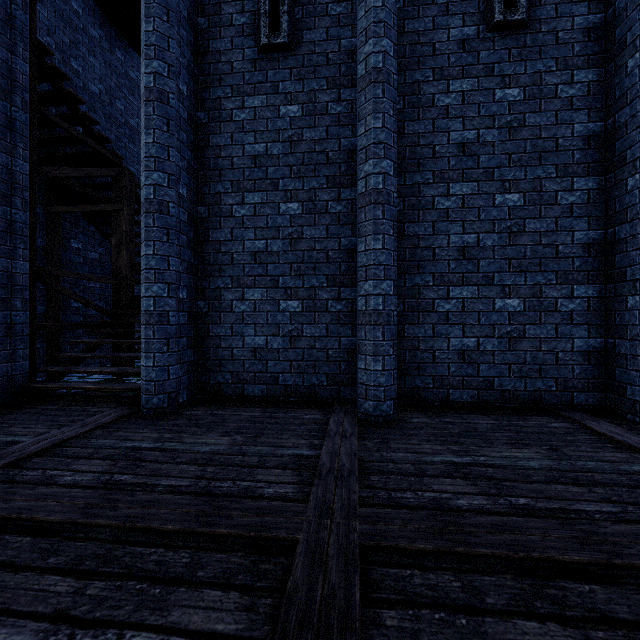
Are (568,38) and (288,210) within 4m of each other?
no

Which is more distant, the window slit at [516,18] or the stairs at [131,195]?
the stairs at [131,195]

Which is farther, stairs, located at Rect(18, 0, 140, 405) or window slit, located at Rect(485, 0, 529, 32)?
stairs, located at Rect(18, 0, 140, 405)

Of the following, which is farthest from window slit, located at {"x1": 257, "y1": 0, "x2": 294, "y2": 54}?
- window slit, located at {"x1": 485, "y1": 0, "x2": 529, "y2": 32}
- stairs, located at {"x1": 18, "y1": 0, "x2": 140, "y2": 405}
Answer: stairs, located at {"x1": 18, "y1": 0, "x2": 140, "y2": 405}

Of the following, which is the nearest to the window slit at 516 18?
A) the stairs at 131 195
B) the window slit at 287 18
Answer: the window slit at 287 18

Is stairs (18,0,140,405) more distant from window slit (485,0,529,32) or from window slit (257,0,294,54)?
window slit (485,0,529,32)
